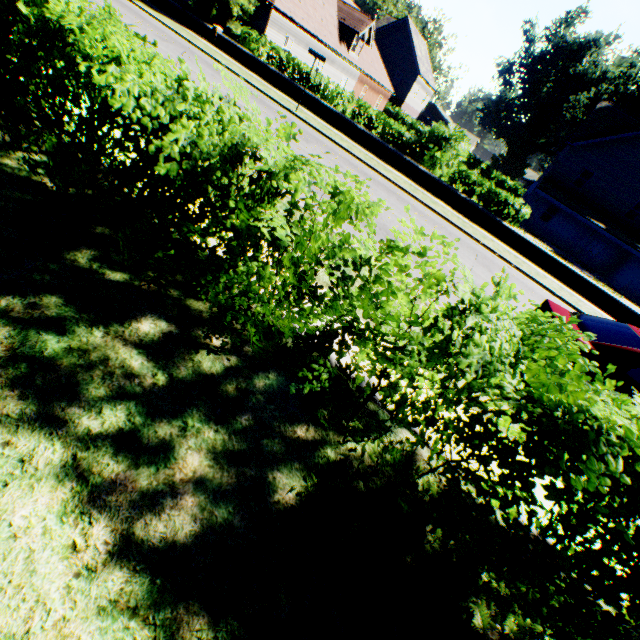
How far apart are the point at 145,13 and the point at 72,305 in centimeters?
2251cm

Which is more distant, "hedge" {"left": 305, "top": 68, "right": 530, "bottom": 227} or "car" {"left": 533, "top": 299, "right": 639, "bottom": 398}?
"hedge" {"left": 305, "top": 68, "right": 530, "bottom": 227}

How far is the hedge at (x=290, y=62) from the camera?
18.2 meters

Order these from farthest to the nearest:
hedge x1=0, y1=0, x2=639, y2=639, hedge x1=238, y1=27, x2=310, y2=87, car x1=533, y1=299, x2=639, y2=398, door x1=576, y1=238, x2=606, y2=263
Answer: door x1=576, y1=238, x2=606, y2=263, hedge x1=238, y1=27, x2=310, y2=87, car x1=533, y1=299, x2=639, y2=398, hedge x1=0, y1=0, x2=639, y2=639

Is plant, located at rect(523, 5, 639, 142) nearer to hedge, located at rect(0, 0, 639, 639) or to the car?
hedge, located at rect(0, 0, 639, 639)

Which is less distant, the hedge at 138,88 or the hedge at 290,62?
the hedge at 138,88

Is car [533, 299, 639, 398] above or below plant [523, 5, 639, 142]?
below
